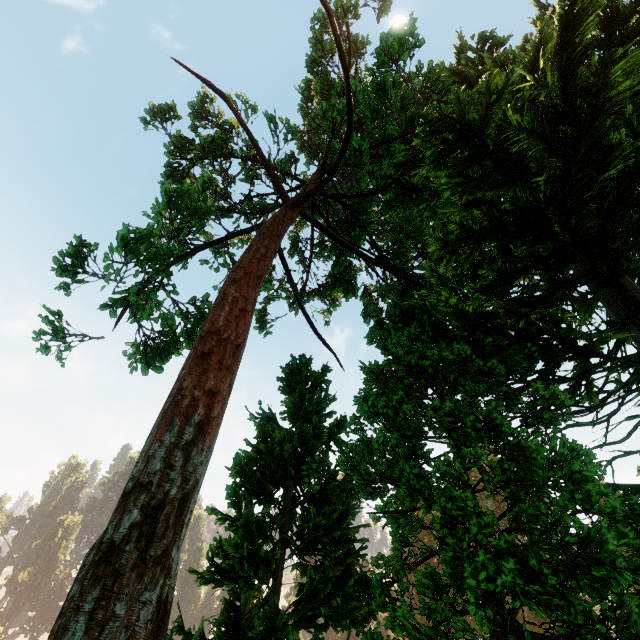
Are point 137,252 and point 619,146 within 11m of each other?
no
